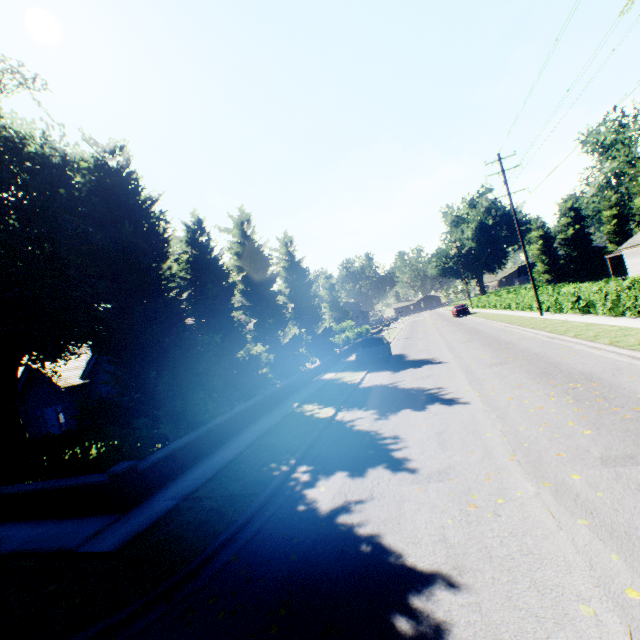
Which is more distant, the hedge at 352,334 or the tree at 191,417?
the hedge at 352,334

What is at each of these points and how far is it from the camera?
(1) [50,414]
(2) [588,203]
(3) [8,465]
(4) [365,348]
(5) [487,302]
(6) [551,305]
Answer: (1) door, 20.6 meters
(2) plant, 59.1 meters
(3) hedge, 8.9 meters
(4) car, 19.3 meters
(5) hedge, 43.3 meters
(6) hedge, 22.5 meters

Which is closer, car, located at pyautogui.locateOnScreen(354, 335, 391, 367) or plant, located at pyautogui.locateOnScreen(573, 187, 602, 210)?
car, located at pyautogui.locateOnScreen(354, 335, 391, 367)

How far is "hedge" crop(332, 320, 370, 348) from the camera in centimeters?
3020cm

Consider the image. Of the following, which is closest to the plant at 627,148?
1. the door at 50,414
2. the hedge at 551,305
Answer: the hedge at 551,305

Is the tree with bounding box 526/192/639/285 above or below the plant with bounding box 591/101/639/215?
below

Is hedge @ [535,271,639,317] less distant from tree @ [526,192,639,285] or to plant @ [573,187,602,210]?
tree @ [526,192,639,285]

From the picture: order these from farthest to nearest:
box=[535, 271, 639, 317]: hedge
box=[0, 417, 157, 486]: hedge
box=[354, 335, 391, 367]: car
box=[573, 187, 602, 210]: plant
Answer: box=[573, 187, 602, 210]: plant < box=[354, 335, 391, 367]: car < box=[535, 271, 639, 317]: hedge < box=[0, 417, 157, 486]: hedge
